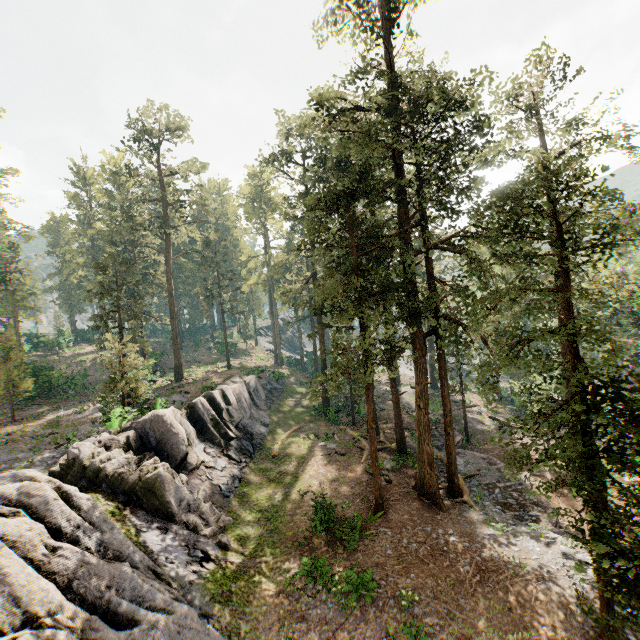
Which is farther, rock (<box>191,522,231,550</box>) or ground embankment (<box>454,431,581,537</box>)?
→ ground embankment (<box>454,431,581,537</box>)

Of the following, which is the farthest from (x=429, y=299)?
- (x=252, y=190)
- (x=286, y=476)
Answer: (x=252, y=190)

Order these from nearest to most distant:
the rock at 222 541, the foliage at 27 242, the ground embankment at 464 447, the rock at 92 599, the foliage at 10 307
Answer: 1. the rock at 92 599
2. the rock at 222 541
3. the ground embankment at 464 447
4. the foliage at 10 307
5. the foliage at 27 242

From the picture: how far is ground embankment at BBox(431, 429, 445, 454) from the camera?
26.70m

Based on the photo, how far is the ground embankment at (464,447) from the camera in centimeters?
1711cm

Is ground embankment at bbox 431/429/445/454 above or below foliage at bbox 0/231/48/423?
below

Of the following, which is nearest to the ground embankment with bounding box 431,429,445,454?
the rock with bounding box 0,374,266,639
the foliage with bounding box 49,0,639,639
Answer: the foliage with bounding box 49,0,639,639

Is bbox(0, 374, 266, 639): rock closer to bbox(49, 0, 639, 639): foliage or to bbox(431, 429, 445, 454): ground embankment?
bbox(49, 0, 639, 639): foliage
